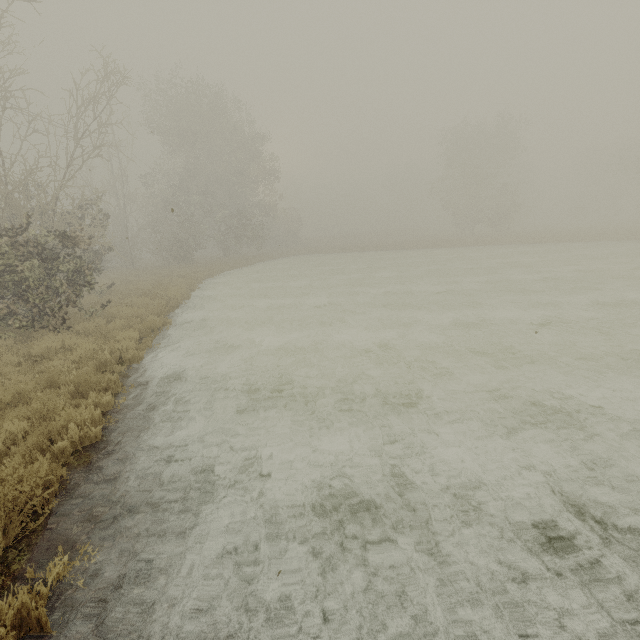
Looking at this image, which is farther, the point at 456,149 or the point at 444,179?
the point at 444,179
